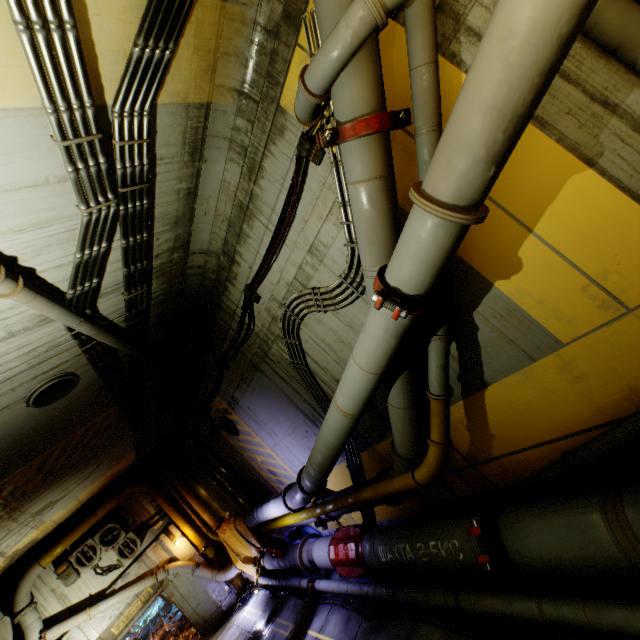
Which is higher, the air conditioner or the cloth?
the air conditioner

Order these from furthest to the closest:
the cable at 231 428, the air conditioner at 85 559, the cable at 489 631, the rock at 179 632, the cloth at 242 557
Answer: the rock at 179 632
the air conditioner at 85 559
the cloth at 242 557
the cable at 231 428
the cable at 489 631

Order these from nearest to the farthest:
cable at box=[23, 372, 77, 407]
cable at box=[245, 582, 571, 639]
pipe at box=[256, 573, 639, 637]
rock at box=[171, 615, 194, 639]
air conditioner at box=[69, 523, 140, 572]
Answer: pipe at box=[256, 573, 639, 637]
cable at box=[245, 582, 571, 639]
cable at box=[23, 372, 77, 407]
air conditioner at box=[69, 523, 140, 572]
rock at box=[171, 615, 194, 639]

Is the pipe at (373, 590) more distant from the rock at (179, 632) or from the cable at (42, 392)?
the rock at (179, 632)

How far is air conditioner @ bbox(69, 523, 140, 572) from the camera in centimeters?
1189cm

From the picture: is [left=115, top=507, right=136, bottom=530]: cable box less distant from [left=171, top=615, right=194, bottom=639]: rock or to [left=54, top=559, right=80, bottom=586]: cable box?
[left=54, top=559, right=80, bottom=586]: cable box

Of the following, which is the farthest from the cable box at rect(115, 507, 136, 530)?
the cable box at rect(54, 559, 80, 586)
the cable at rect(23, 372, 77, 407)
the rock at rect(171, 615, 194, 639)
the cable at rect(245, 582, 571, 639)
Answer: the cable at rect(23, 372, 77, 407)

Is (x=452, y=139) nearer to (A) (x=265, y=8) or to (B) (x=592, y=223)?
(B) (x=592, y=223)
